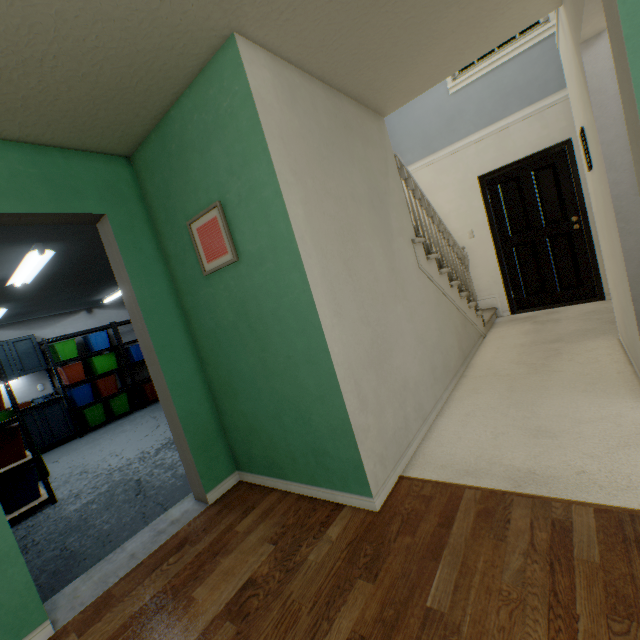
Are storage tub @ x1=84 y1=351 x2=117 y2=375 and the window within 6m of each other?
no

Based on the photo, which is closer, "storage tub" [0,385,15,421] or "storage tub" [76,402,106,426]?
"storage tub" [0,385,15,421]

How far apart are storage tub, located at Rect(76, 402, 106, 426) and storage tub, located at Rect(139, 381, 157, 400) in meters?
0.8

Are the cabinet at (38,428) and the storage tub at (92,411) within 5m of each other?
yes

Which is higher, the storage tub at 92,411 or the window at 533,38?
the window at 533,38

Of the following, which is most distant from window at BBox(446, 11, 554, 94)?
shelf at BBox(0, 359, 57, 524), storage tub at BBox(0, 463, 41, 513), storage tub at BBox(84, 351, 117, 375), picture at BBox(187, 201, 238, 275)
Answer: storage tub at BBox(84, 351, 117, 375)

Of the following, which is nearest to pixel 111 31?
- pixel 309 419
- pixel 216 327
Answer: pixel 216 327

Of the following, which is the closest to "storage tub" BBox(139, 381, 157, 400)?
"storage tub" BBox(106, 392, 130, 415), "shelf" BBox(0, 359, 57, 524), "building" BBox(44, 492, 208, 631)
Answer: "storage tub" BBox(106, 392, 130, 415)
